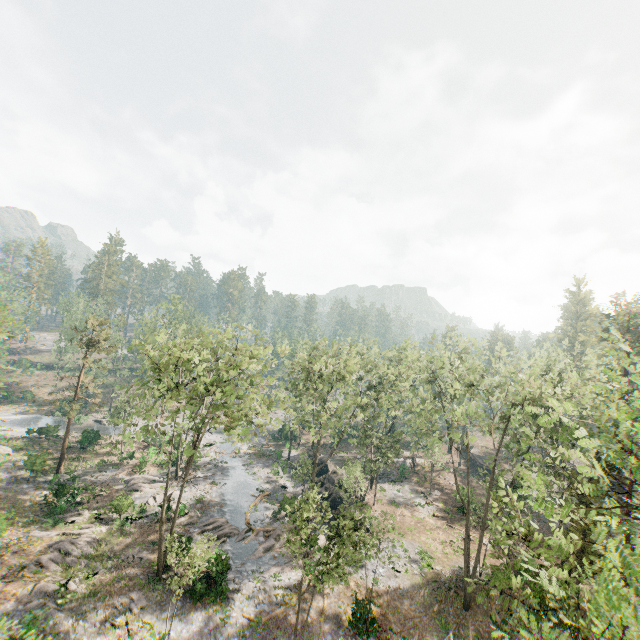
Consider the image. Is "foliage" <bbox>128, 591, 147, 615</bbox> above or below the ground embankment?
below

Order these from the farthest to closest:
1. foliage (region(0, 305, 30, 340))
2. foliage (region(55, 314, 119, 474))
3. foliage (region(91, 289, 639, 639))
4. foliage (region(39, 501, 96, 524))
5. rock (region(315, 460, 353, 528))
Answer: foliage (region(55, 314, 119, 474))
rock (region(315, 460, 353, 528))
foliage (region(39, 501, 96, 524))
foliage (region(0, 305, 30, 340))
foliage (region(91, 289, 639, 639))

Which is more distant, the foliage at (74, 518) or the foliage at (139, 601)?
the foliage at (74, 518)

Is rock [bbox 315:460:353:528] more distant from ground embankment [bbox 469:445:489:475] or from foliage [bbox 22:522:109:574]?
ground embankment [bbox 469:445:489:475]

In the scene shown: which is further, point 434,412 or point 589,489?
point 434,412

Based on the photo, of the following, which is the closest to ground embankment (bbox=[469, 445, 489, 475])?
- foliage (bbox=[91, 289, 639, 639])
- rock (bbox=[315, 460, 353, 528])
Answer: foliage (bbox=[91, 289, 639, 639])

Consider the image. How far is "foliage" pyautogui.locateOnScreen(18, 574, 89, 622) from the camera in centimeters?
1872cm
